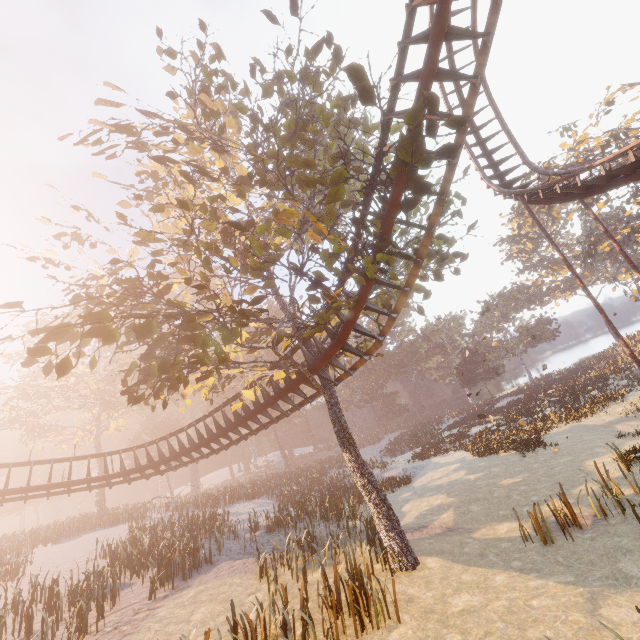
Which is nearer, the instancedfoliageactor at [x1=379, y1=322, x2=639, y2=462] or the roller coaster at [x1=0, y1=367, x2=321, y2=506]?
the roller coaster at [x1=0, y1=367, x2=321, y2=506]

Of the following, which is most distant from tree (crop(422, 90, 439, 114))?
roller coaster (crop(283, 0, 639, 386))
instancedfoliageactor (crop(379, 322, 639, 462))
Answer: instancedfoliageactor (crop(379, 322, 639, 462))

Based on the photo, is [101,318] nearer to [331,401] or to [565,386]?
[331,401]

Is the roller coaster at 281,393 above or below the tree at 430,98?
below

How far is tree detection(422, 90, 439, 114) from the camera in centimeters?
641cm

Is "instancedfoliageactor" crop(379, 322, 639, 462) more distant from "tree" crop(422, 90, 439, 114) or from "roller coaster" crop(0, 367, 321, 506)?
"roller coaster" crop(0, 367, 321, 506)

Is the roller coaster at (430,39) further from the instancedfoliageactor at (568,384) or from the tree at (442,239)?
the instancedfoliageactor at (568,384)
